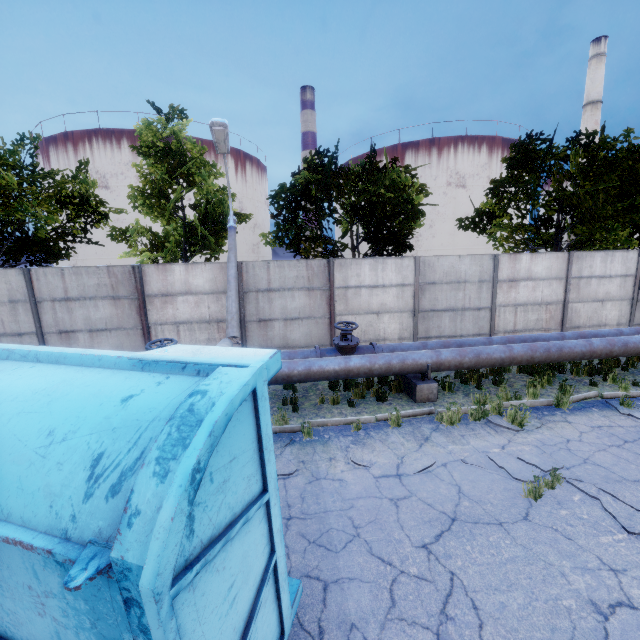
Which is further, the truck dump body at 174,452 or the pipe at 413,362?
the pipe at 413,362

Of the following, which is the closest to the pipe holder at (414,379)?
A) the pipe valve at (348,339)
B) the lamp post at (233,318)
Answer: the pipe valve at (348,339)

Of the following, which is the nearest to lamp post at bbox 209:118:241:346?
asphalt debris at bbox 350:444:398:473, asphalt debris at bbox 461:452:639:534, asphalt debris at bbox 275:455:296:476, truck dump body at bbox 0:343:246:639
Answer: asphalt debris at bbox 275:455:296:476

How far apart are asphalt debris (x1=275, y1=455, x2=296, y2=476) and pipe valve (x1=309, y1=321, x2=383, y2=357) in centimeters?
234cm

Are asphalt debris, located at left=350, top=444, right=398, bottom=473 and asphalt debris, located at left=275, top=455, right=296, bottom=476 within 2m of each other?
yes

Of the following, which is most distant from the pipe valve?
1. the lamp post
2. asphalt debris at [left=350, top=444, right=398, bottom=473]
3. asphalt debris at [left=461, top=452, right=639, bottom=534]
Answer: asphalt debris at [left=461, top=452, right=639, bottom=534]

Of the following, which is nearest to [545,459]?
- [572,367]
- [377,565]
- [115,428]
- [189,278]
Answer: [377,565]

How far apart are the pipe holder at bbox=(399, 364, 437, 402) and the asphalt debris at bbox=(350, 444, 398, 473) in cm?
232
